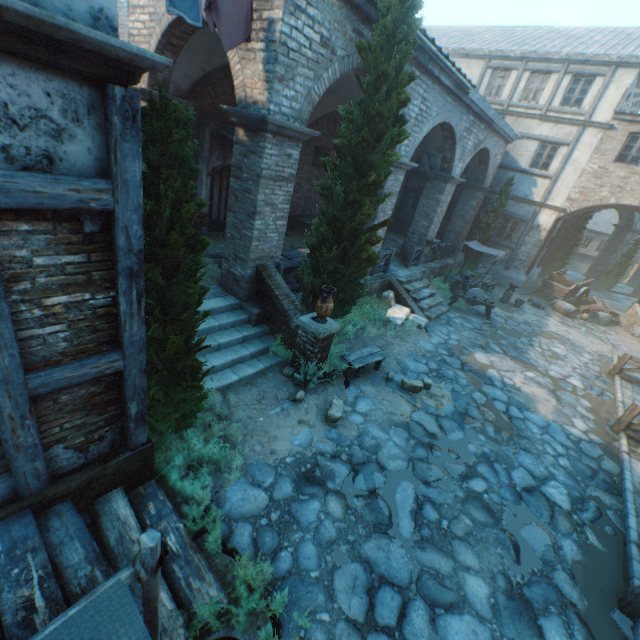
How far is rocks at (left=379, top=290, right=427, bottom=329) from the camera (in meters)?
10.93

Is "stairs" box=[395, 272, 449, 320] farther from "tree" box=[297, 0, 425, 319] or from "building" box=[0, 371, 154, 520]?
"building" box=[0, 371, 154, 520]

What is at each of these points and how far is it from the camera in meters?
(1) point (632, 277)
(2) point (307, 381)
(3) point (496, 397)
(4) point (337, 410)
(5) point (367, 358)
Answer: (1) building, 32.2
(2) grass clump, 7.0
(3) ground stones, 8.7
(4) rocks, 6.5
(5) table, 7.9

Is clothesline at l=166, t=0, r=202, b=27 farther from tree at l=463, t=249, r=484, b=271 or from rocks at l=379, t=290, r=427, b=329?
rocks at l=379, t=290, r=427, b=329

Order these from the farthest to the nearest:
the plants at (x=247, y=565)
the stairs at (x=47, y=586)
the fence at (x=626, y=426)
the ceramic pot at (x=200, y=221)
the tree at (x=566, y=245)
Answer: the tree at (x=566, y=245), the ceramic pot at (x=200, y=221), the fence at (x=626, y=426), the plants at (x=247, y=565), the stairs at (x=47, y=586)

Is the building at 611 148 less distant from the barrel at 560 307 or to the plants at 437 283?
the plants at 437 283

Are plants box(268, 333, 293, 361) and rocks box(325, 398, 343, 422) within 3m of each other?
yes

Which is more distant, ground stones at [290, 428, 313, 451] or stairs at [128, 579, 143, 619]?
ground stones at [290, 428, 313, 451]
